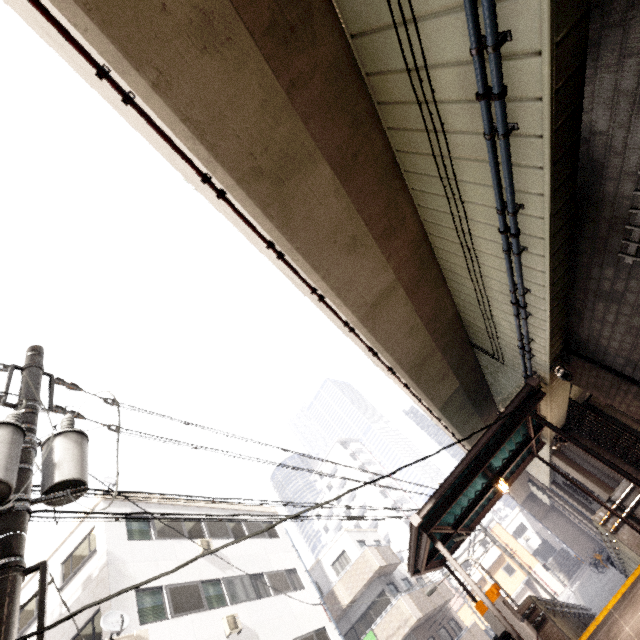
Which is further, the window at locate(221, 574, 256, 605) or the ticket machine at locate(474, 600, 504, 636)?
the window at locate(221, 574, 256, 605)

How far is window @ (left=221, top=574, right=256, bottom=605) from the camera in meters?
14.0 m

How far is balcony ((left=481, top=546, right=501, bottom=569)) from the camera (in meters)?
38.94

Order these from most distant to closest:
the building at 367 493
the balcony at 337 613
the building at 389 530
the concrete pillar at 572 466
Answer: the building at 367 493 → the building at 389 530 → the balcony at 337 613 → the concrete pillar at 572 466

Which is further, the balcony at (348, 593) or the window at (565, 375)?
the balcony at (348, 593)

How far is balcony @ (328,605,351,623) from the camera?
19.66m

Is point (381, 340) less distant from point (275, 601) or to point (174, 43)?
point (174, 43)

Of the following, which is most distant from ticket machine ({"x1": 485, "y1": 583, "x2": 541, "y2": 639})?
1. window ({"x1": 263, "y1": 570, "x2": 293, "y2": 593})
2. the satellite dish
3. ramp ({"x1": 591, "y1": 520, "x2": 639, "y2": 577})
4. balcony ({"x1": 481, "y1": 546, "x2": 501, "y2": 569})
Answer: balcony ({"x1": 481, "y1": 546, "x2": 501, "y2": 569})
